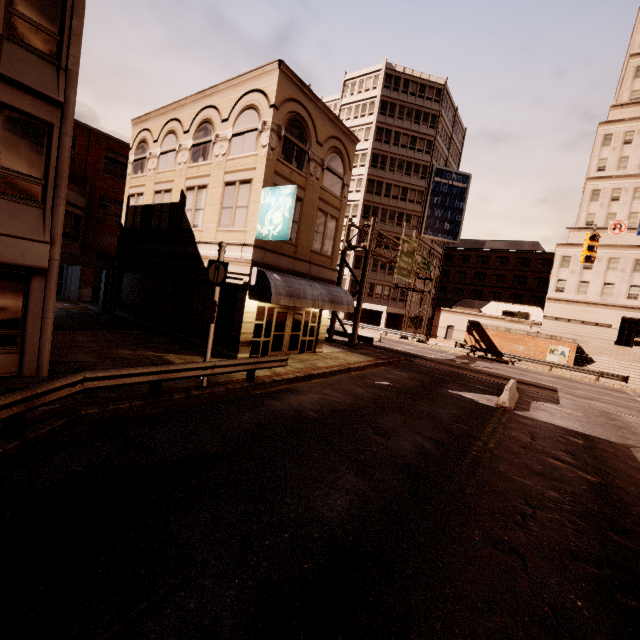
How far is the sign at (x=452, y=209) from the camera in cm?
4884

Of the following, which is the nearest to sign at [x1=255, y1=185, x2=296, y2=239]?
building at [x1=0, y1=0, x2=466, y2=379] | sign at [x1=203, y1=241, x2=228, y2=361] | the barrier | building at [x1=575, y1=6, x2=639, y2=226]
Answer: building at [x1=0, y1=0, x2=466, y2=379]

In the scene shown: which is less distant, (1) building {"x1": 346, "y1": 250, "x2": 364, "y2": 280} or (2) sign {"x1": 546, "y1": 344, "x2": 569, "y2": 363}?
(2) sign {"x1": 546, "y1": 344, "x2": 569, "y2": 363}

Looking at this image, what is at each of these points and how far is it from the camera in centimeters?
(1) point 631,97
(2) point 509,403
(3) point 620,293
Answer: (1) building, 4109cm
(2) barrier, 1441cm
(3) building, 3844cm

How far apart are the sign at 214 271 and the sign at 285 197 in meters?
3.5 m

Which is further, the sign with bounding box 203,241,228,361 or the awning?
the awning

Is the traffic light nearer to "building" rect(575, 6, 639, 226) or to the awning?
the awning

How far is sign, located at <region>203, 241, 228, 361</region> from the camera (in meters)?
10.32
